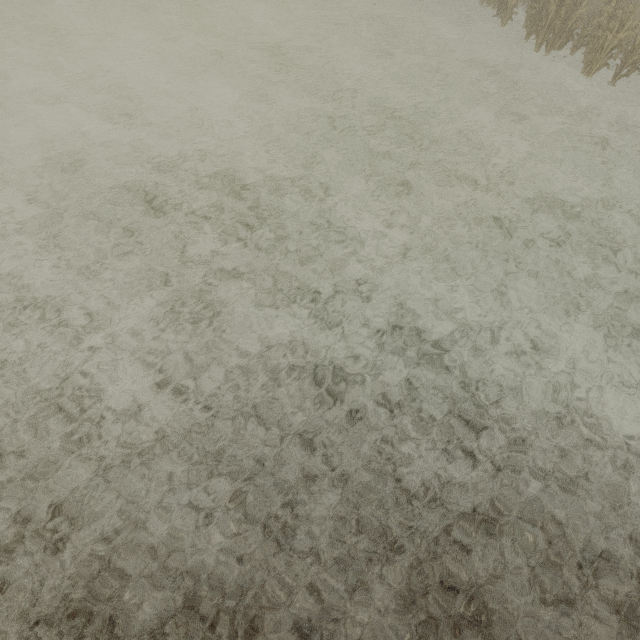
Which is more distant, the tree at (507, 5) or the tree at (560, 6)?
the tree at (507, 5)

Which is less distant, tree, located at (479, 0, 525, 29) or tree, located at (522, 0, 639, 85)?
tree, located at (522, 0, 639, 85)

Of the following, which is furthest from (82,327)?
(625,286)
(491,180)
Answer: (625,286)
